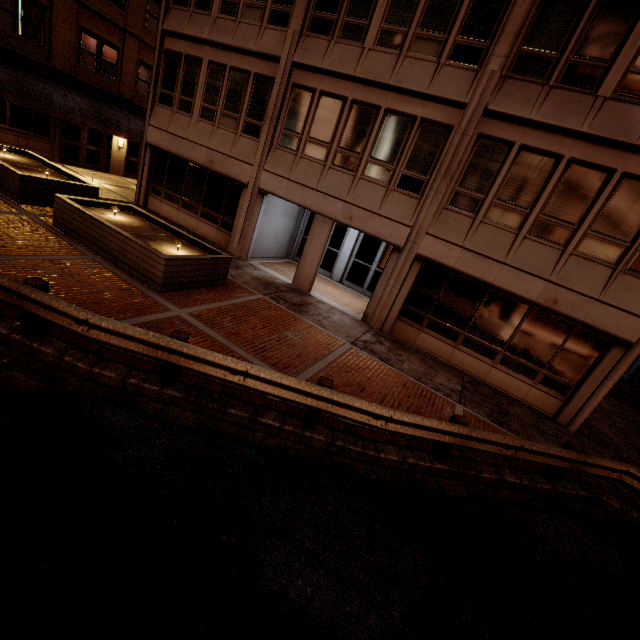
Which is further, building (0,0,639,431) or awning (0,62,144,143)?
awning (0,62,144,143)

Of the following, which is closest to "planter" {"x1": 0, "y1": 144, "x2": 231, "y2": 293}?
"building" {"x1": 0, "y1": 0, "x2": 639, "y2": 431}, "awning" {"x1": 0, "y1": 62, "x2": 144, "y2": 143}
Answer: "building" {"x1": 0, "y1": 0, "x2": 639, "y2": 431}

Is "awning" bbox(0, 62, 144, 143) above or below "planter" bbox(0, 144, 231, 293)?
above

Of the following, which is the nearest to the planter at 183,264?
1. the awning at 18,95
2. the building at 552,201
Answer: the building at 552,201

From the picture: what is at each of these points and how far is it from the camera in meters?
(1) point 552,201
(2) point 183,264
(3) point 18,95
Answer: (1) building, 9.2 m
(2) planter, 8.7 m
(3) awning, 15.2 m

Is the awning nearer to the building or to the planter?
the building

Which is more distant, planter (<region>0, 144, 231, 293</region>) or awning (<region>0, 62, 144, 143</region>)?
awning (<region>0, 62, 144, 143</region>)
